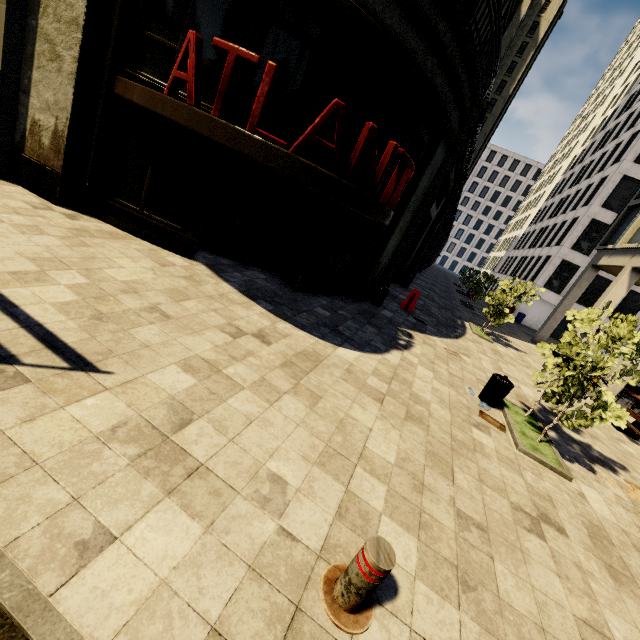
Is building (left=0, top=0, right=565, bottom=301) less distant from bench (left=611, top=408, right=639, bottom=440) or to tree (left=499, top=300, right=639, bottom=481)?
bench (left=611, top=408, right=639, bottom=440)

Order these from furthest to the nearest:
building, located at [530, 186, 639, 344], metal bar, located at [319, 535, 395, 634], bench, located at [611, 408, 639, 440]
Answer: building, located at [530, 186, 639, 344] < bench, located at [611, 408, 639, 440] < metal bar, located at [319, 535, 395, 634]

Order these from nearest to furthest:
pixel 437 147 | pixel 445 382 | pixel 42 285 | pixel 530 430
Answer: pixel 42 285, pixel 530 430, pixel 445 382, pixel 437 147

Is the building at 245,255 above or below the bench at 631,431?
above

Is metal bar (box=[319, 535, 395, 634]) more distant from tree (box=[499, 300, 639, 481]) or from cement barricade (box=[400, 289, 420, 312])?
cement barricade (box=[400, 289, 420, 312])

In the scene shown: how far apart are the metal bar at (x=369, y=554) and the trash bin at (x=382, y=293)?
9.31m

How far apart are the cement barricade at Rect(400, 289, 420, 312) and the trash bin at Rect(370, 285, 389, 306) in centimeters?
173cm

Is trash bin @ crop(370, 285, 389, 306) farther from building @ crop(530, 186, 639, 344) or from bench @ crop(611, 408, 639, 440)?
bench @ crop(611, 408, 639, 440)
